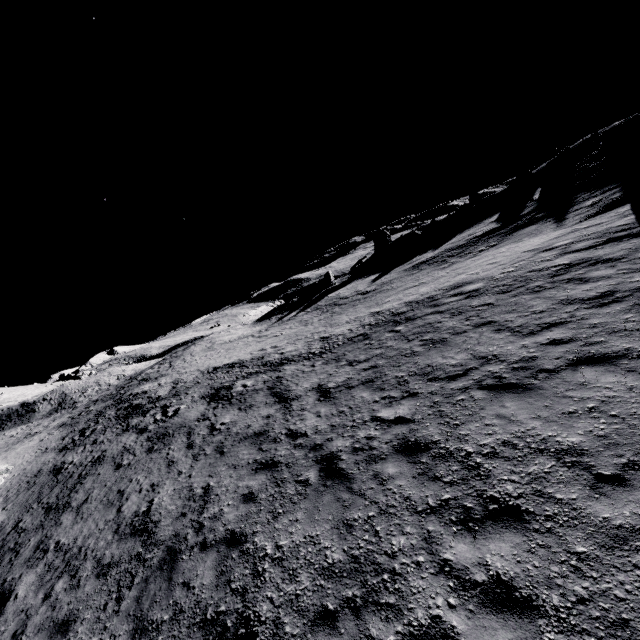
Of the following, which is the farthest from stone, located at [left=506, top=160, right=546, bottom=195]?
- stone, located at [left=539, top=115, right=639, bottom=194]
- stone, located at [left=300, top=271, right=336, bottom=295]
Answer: stone, located at [left=300, top=271, right=336, bottom=295]

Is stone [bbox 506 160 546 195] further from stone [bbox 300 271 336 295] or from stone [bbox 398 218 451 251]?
stone [bbox 300 271 336 295]

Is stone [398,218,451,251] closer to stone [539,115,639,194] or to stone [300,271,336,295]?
stone [300,271,336,295]

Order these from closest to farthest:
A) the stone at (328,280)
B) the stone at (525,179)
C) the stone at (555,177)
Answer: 1. the stone at (555,177)
2. the stone at (525,179)
3. the stone at (328,280)

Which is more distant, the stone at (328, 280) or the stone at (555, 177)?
the stone at (328, 280)

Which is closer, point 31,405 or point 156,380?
point 156,380

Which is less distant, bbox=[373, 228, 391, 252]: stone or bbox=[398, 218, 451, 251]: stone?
bbox=[398, 218, 451, 251]: stone

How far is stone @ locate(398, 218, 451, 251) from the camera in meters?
44.8
